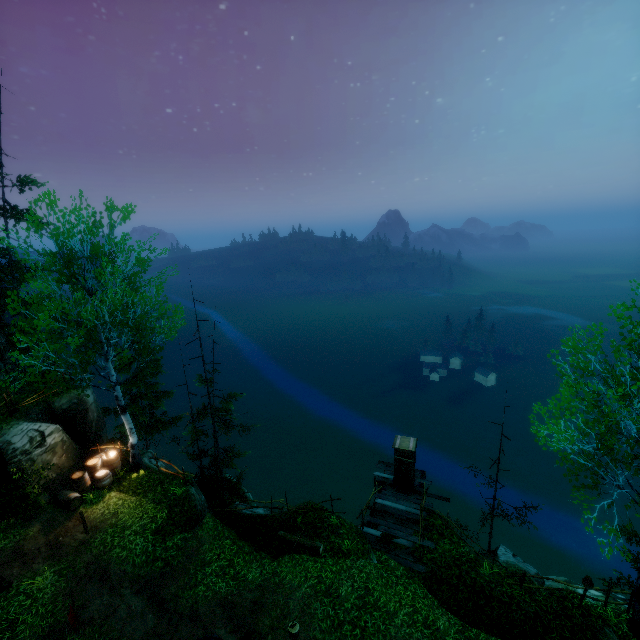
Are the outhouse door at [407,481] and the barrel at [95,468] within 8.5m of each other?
no

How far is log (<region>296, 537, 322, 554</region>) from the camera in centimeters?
1359cm

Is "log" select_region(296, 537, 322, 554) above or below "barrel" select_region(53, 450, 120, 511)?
below

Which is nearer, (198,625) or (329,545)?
(198,625)

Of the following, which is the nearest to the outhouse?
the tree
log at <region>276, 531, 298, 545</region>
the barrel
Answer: log at <region>276, 531, 298, 545</region>

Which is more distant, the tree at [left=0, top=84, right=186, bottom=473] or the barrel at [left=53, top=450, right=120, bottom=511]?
the barrel at [left=53, top=450, right=120, bottom=511]

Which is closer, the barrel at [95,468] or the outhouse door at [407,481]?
the barrel at [95,468]

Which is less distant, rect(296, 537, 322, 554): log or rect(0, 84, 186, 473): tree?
rect(0, 84, 186, 473): tree
